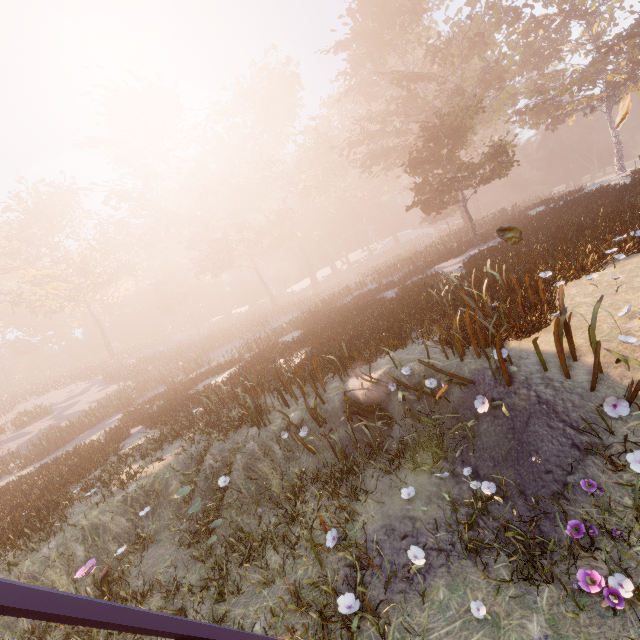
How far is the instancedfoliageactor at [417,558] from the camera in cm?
379

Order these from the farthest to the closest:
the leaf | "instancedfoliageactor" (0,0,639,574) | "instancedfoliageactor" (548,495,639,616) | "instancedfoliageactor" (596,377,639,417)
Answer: "instancedfoliageactor" (0,0,639,574), the leaf, "instancedfoliageactor" (596,377,639,417), "instancedfoliageactor" (548,495,639,616)

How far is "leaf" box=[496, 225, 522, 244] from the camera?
4.48m

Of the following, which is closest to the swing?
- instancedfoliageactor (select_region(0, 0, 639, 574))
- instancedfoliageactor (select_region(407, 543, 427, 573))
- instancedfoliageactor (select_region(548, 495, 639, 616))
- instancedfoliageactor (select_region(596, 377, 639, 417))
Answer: instancedfoliageactor (select_region(407, 543, 427, 573))

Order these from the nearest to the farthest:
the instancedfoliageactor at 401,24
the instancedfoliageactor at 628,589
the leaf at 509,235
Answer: the instancedfoliageactor at 628,589 → the leaf at 509,235 → the instancedfoliageactor at 401,24

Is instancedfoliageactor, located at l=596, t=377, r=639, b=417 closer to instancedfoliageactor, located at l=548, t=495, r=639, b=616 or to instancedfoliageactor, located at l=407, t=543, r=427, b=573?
instancedfoliageactor, located at l=548, t=495, r=639, b=616

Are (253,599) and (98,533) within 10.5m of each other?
yes

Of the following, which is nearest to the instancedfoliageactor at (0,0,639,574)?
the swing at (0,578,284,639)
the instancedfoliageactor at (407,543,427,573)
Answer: the swing at (0,578,284,639)
